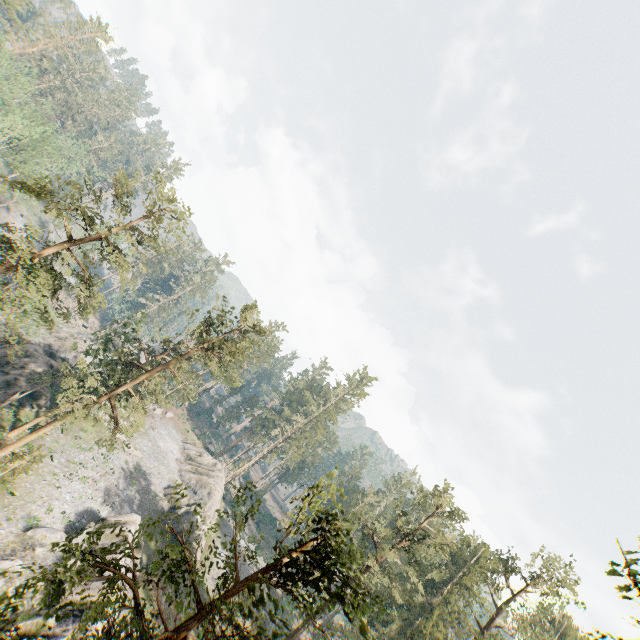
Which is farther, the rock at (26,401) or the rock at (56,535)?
the rock at (26,401)

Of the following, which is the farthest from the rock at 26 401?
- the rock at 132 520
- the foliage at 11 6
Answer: the rock at 132 520

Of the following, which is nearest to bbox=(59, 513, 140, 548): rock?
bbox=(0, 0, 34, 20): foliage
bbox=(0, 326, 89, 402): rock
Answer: bbox=(0, 0, 34, 20): foliage

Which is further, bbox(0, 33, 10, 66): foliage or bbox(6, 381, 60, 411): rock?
bbox(0, 33, 10, 66): foliage

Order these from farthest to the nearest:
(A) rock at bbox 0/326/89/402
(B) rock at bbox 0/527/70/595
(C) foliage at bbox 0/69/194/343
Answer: (A) rock at bbox 0/326/89/402 → (B) rock at bbox 0/527/70/595 → (C) foliage at bbox 0/69/194/343

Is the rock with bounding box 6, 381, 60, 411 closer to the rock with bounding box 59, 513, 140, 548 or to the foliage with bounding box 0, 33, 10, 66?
the foliage with bounding box 0, 33, 10, 66

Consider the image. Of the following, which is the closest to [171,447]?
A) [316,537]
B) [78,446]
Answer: [78,446]
